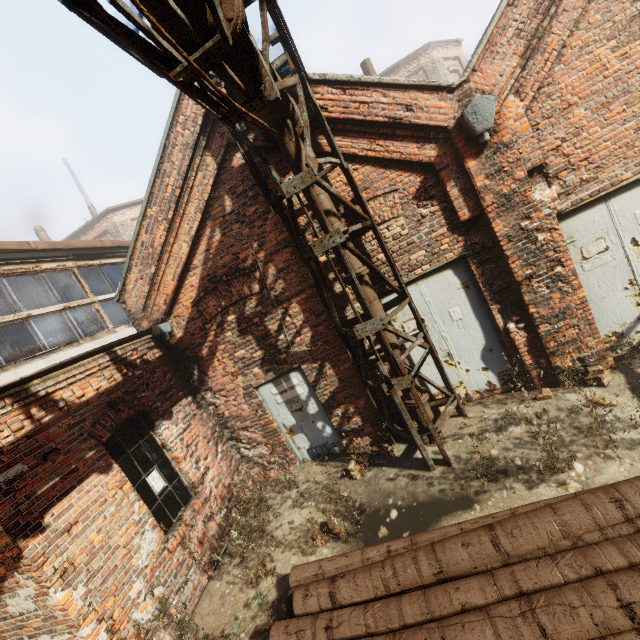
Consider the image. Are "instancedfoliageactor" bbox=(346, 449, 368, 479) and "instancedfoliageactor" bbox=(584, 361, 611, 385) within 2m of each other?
no

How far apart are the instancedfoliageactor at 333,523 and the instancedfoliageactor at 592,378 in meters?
4.2 m

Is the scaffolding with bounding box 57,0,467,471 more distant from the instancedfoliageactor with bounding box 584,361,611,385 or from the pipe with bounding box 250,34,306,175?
the instancedfoliageactor with bounding box 584,361,611,385

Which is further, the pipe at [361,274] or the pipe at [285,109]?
the pipe at [361,274]

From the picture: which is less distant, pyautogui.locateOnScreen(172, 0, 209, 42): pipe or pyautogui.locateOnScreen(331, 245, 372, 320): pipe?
pyautogui.locateOnScreen(172, 0, 209, 42): pipe

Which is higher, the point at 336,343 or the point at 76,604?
the point at 336,343

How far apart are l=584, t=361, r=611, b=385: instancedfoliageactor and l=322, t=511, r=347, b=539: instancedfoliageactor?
4.2m
